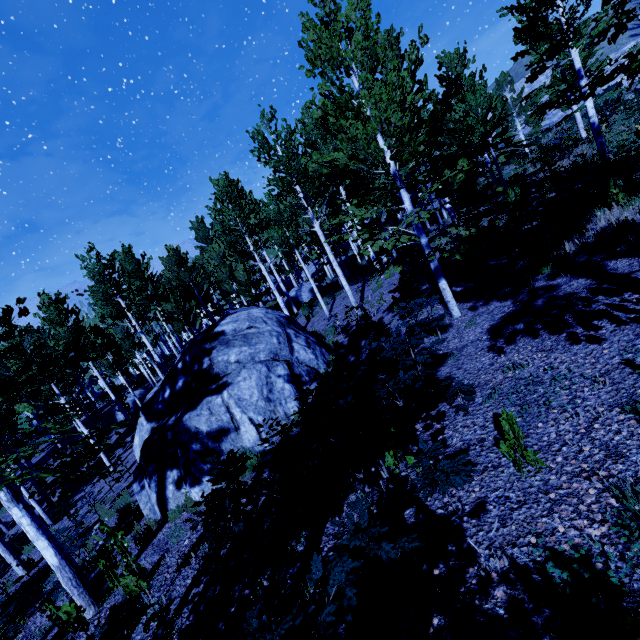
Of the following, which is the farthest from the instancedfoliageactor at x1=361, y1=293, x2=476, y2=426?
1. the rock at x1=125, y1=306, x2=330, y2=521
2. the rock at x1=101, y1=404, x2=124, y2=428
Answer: the rock at x1=125, y1=306, x2=330, y2=521

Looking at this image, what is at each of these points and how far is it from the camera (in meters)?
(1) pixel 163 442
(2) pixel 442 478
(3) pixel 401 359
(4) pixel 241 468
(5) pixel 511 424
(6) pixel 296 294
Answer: (1) rock, 8.62
(2) instancedfoliageactor, 3.46
(3) instancedfoliageactor, 5.75
(4) instancedfoliageactor, 5.21
(5) instancedfoliageactor, 3.10
(6) rock, 27.11

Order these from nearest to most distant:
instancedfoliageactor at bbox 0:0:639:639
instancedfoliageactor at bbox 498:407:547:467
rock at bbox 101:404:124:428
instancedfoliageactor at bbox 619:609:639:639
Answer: instancedfoliageactor at bbox 619:609:639:639 → instancedfoliageactor at bbox 498:407:547:467 → instancedfoliageactor at bbox 0:0:639:639 → rock at bbox 101:404:124:428

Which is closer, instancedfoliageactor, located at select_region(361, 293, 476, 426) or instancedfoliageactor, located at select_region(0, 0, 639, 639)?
instancedfoliageactor, located at select_region(361, 293, 476, 426)

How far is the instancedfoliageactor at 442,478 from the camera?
3.4 meters

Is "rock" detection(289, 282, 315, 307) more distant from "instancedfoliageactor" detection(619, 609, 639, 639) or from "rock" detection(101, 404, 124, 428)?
"rock" detection(101, 404, 124, 428)

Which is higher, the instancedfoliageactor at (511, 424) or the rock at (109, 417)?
the instancedfoliageactor at (511, 424)
